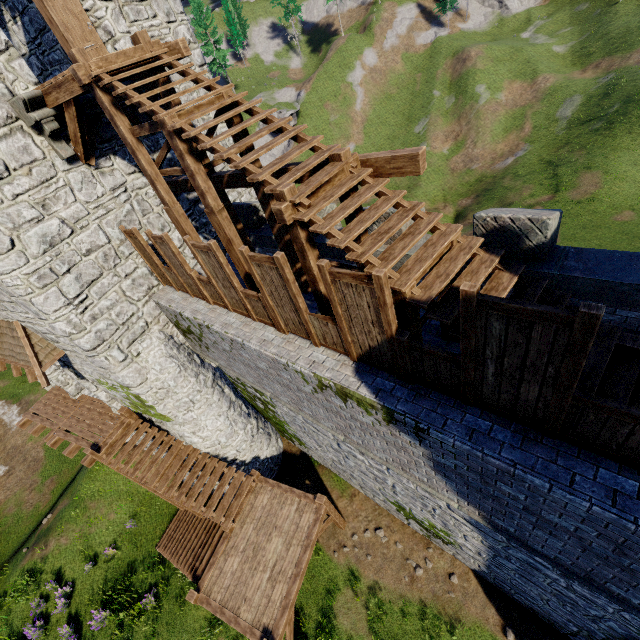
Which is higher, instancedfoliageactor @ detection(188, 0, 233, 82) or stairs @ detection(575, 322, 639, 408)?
instancedfoliageactor @ detection(188, 0, 233, 82)

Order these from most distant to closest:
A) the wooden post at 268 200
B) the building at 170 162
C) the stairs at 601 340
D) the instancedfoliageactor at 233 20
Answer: the instancedfoliageactor at 233 20
the building at 170 162
the wooden post at 268 200
the stairs at 601 340

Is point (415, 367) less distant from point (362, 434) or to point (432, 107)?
point (362, 434)

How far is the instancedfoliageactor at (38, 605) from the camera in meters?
13.4 m

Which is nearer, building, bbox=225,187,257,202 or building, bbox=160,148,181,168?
building, bbox=160,148,181,168

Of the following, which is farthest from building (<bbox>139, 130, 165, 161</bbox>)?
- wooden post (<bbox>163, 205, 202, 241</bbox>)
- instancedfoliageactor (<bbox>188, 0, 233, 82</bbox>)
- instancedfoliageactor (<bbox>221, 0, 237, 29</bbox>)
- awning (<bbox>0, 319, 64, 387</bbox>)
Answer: instancedfoliageactor (<bbox>221, 0, 237, 29</bbox>)

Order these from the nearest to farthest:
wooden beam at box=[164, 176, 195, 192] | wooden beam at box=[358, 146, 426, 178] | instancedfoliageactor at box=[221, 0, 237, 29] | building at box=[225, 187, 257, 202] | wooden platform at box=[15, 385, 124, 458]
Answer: wooden beam at box=[358, 146, 426, 178]
wooden beam at box=[164, 176, 195, 192]
wooden platform at box=[15, 385, 124, 458]
building at box=[225, 187, 257, 202]
instancedfoliageactor at box=[221, 0, 237, 29]

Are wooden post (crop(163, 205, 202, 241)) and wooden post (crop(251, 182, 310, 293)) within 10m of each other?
yes
